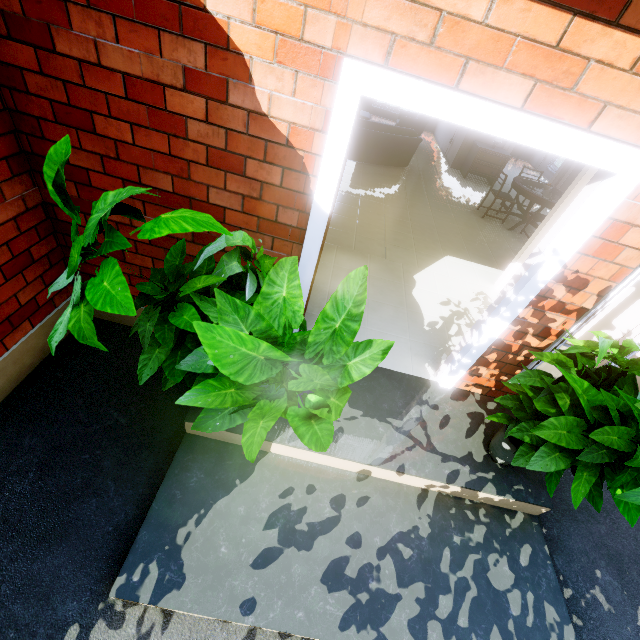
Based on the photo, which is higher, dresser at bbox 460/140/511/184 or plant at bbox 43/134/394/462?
plant at bbox 43/134/394/462

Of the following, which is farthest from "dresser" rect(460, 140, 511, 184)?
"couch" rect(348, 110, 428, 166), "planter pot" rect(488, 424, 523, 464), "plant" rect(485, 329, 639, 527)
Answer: "planter pot" rect(488, 424, 523, 464)

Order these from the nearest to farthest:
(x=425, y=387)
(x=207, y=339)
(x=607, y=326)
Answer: (x=207, y=339)
(x=425, y=387)
(x=607, y=326)

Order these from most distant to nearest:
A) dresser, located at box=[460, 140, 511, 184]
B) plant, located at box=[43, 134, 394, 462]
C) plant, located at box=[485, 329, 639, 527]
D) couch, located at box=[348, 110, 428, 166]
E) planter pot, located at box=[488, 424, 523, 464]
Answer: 1. dresser, located at box=[460, 140, 511, 184]
2. couch, located at box=[348, 110, 428, 166]
3. planter pot, located at box=[488, 424, 523, 464]
4. plant, located at box=[485, 329, 639, 527]
5. plant, located at box=[43, 134, 394, 462]

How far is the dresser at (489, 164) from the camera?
8.2m

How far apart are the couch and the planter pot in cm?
651

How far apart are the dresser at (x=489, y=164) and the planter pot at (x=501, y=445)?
8.0 meters

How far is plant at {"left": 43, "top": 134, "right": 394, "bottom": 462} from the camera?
1.1 meters
